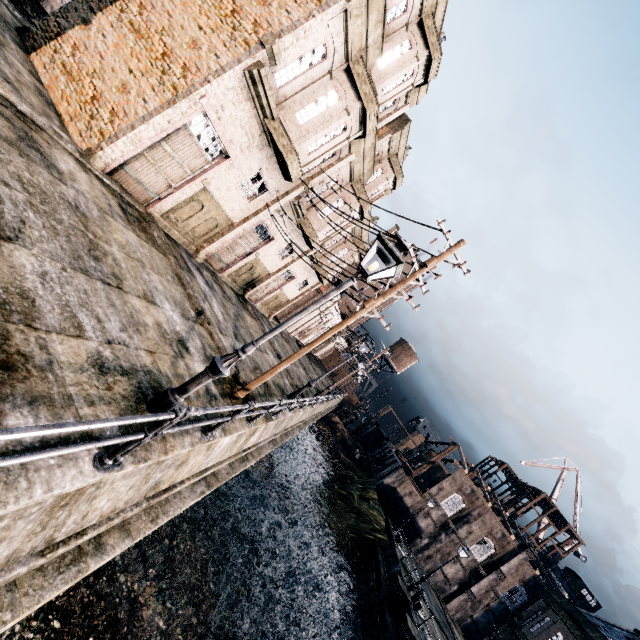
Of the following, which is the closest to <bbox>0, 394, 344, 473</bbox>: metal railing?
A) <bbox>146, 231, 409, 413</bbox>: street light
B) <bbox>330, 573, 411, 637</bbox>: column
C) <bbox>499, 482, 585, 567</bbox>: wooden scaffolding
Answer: <bbox>146, 231, 409, 413</bbox>: street light

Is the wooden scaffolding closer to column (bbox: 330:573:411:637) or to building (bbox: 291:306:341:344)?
building (bbox: 291:306:341:344)

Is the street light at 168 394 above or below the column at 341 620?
above

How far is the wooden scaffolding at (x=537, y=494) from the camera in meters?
52.0

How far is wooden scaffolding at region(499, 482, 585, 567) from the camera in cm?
5197

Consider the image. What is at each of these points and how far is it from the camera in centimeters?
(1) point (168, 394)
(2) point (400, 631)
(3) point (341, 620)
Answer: (1) street light, 605cm
(2) column, 1986cm
(3) column, 2425cm

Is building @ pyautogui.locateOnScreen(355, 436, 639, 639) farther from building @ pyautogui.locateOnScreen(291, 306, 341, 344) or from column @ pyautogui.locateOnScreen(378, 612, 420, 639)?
building @ pyautogui.locateOnScreen(291, 306, 341, 344)

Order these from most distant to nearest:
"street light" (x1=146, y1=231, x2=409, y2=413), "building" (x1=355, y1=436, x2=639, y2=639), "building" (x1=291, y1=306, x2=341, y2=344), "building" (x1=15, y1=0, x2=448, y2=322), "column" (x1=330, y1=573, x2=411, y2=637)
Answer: "building" (x1=291, y1=306, x2=341, y2=344) → "building" (x1=355, y1=436, x2=639, y2=639) → "column" (x1=330, y1=573, x2=411, y2=637) → "building" (x1=15, y1=0, x2=448, y2=322) → "street light" (x1=146, y1=231, x2=409, y2=413)
